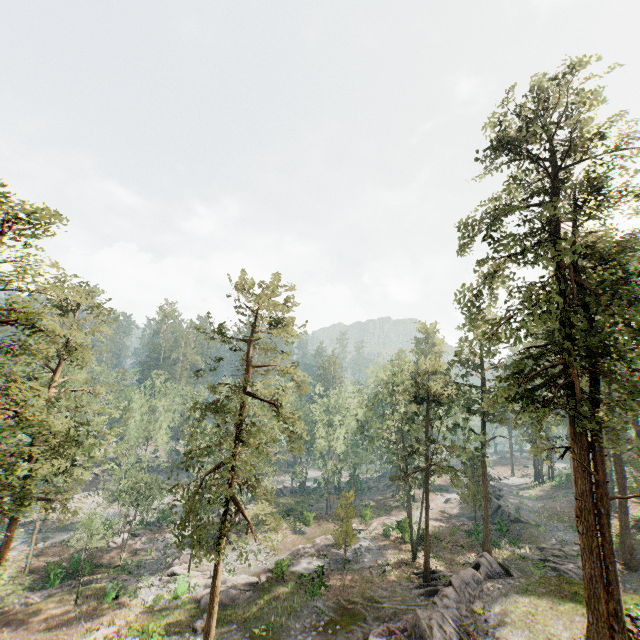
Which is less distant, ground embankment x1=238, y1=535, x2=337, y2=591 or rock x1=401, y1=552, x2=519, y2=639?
rock x1=401, y1=552, x2=519, y2=639

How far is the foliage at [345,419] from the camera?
48.7m

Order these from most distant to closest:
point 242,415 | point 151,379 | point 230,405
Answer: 1. point 151,379
2. point 230,405
3. point 242,415

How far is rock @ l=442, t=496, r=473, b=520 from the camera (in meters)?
48.56

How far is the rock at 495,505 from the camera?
39.5 meters

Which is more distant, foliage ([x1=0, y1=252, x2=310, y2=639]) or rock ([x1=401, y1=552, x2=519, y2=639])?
rock ([x1=401, y1=552, x2=519, y2=639])

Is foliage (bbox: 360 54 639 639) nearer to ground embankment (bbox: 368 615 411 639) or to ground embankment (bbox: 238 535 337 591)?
ground embankment (bbox: 238 535 337 591)

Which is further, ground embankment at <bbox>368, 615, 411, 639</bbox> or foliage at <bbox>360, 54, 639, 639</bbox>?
ground embankment at <bbox>368, 615, 411, 639</bbox>
